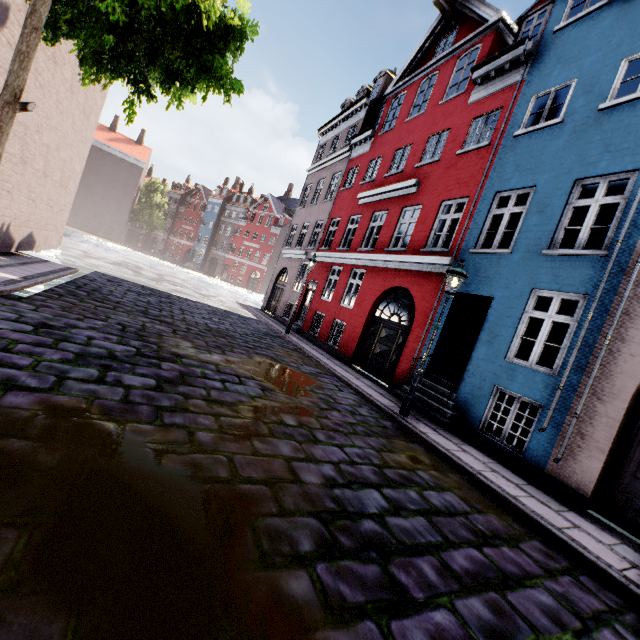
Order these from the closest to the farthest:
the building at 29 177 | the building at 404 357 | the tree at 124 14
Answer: the tree at 124 14, the building at 404 357, the building at 29 177

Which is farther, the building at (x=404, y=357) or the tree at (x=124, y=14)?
the building at (x=404, y=357)

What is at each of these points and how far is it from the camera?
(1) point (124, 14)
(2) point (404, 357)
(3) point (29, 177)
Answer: (1) tree, 5.2 meters
(2) building, 10.3 meters
(3) building, 9.9 meters

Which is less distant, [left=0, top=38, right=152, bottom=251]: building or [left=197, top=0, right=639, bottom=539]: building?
[left=197, top=0, right=639, bottom=539]: building

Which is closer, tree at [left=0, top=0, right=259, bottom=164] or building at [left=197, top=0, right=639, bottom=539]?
tree at [left=0, top=0, right=259, bottom=164]

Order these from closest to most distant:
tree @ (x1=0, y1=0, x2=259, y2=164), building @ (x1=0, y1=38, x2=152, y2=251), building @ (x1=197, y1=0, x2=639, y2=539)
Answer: tree @ (x1=0, y1=0, x2=259, y2=164)
building @ (x1=197, y1=0, x2=639, y2=539)
building @ (x1=0, y1=38, x2=152, y2=251)
